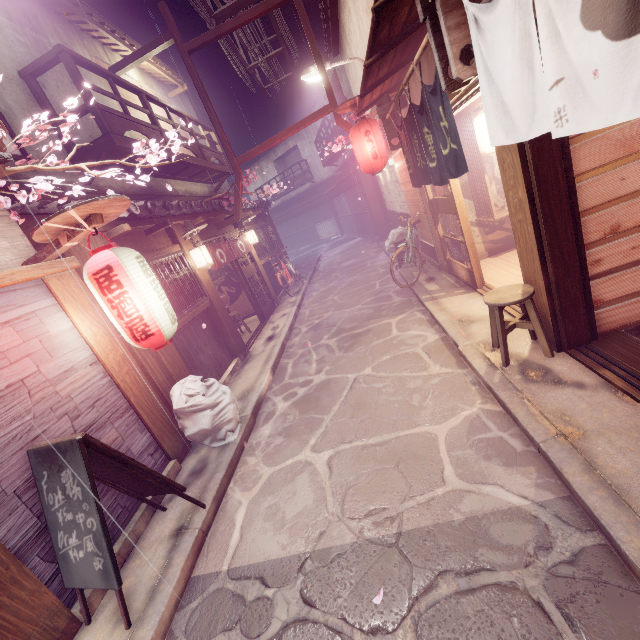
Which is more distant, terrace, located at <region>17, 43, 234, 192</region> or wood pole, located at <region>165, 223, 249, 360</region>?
wood pole, located at <region>165, 223, 249, 360</region>

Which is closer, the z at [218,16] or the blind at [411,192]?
the z at [218,16]

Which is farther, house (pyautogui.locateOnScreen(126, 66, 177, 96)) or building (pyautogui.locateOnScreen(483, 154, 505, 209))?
house (pyautogui.locateOnScreen(126, 66, 177, 96))

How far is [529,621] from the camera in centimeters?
330cm

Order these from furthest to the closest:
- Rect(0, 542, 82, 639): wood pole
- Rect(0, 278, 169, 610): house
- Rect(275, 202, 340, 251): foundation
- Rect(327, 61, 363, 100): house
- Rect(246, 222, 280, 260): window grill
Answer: Rect(275, 202, 340, 251): foundation
Rect(246, 222, 280, 260): window grill
Rect(327, 61, 363, 100): house
Rect(0, 278, 169, 610): house
Rect(0, 542, 82, 639): wood pole

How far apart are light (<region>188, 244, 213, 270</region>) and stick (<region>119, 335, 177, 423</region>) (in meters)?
4.41

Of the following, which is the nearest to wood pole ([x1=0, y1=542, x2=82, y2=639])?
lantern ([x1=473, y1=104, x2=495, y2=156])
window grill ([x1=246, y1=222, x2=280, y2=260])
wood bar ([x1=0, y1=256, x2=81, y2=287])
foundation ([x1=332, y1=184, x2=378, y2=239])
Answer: wood bar ([x1=0, y1=256, x2=81, y2=287])

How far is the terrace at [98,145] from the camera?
10.1 meters
